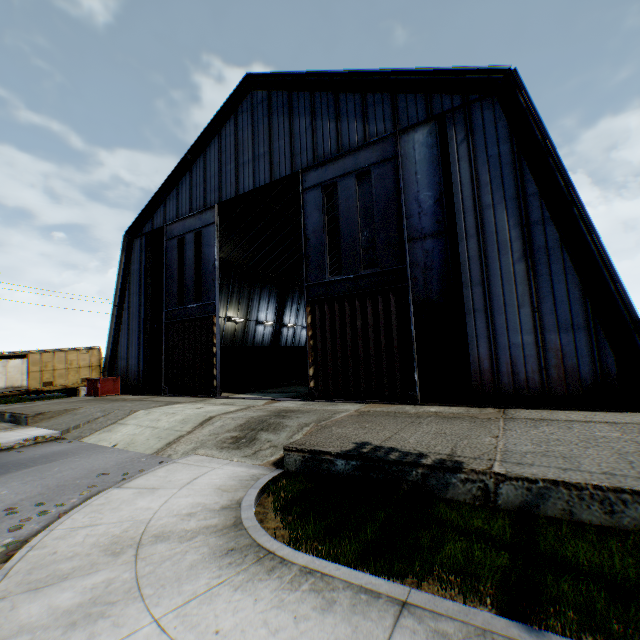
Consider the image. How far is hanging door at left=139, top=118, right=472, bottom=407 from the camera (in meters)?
11.54

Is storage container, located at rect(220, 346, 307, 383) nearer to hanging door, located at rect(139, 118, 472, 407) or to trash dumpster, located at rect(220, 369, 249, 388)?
trash dumpster, located at rect(220, 369, 249, 388)

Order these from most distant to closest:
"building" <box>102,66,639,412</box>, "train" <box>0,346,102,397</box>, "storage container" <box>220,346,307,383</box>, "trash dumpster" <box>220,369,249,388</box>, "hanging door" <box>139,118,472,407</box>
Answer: "train" <box>0,346,102,397</box> → "storage container" <box>220,346,307,383</box> → "trash dumpster" <box>220,369,249,388</box> → "hanging door" <box>139,118,472,407</box> → "building" <box>102,66,639,412</box>

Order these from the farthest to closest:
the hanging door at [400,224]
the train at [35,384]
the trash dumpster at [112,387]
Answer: the train at [35,384], the trash dumpster at [112,387], the hanging door at [400,224]

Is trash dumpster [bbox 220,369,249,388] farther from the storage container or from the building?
the building

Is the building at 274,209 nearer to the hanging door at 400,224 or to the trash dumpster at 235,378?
the hanging door at 400,224

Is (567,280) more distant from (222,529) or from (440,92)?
(222,529)

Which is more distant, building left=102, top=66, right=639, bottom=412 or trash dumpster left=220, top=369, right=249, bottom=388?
trash dumpster left=220, top=369, right=249, bottom=388
